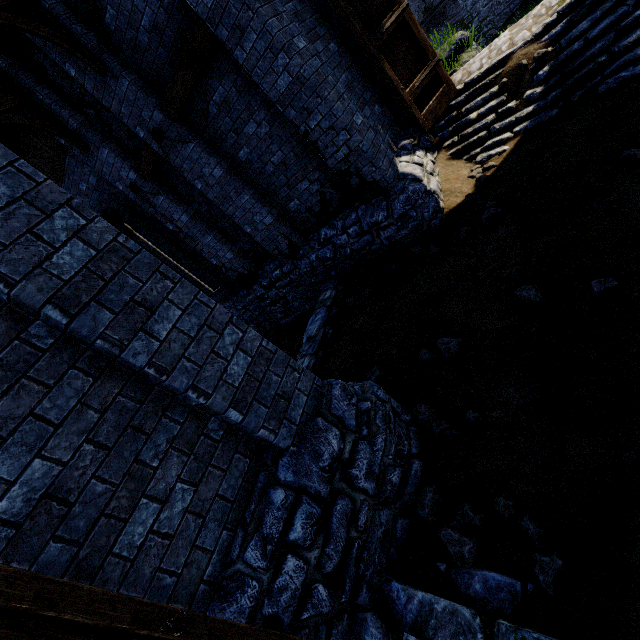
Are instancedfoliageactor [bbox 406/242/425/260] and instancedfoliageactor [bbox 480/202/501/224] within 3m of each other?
yes

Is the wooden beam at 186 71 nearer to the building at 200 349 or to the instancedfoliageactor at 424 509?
the building at 200 349

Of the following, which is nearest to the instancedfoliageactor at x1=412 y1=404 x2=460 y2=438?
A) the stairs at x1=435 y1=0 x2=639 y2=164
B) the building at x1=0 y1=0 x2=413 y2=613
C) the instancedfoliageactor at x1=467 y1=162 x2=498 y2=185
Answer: the building at x1=0 y1=0 x2=413 y2=613

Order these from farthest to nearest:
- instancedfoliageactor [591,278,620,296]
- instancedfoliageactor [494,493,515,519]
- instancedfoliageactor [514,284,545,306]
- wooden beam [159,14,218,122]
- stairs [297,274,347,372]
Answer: stairs [297,274,347,372], wooden beam [159,14,218,122], instancedfoliageactor [514,284,545,306], instancedfoliageactor [591,278,620,296], instancedfoliageactor [494,493,515,519]

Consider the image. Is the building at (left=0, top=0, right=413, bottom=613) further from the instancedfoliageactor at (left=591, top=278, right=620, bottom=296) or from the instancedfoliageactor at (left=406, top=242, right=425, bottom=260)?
the instancedfoliageactor at (left=591, top=278, right=620, bottom=296)

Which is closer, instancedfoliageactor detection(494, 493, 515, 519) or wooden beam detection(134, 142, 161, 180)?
instancedfoliageactor detection(494, 493, 515, 519)

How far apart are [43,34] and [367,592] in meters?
9.3 m

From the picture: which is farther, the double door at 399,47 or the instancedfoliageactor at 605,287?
the double door at 399,47
